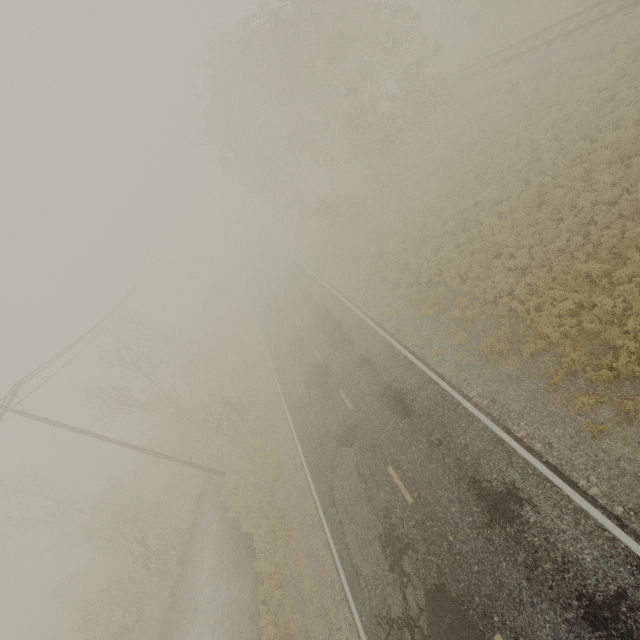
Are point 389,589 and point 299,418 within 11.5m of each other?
yes
